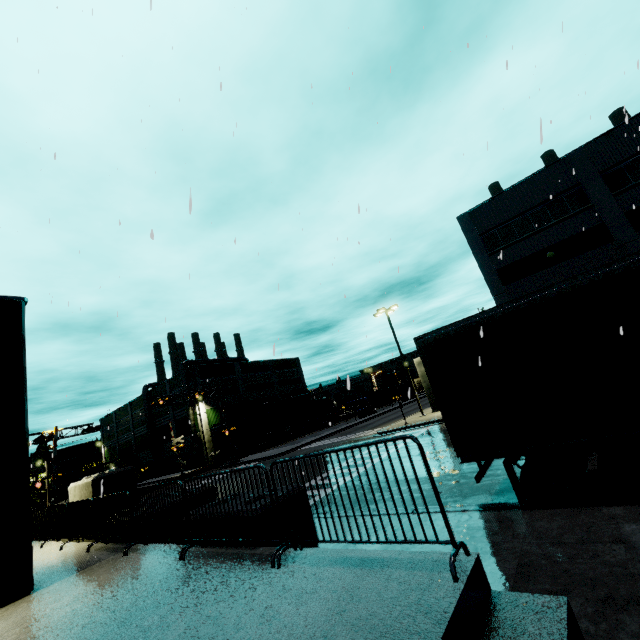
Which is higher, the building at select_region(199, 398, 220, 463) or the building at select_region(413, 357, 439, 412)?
the building at select_region(199, 398, 220, 463)

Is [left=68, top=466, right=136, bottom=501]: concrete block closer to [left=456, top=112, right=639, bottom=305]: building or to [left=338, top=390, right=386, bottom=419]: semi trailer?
[left=456, top=112, right=639, bottom=305]: building

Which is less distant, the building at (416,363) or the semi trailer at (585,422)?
the semi trailer at (585,422)

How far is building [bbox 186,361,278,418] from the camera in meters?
50.6

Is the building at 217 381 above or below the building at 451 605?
above

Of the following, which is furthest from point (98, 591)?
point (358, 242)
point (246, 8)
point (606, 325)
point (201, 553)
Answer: point (246, 8)

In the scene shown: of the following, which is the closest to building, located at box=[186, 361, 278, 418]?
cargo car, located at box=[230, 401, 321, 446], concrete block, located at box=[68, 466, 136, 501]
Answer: concrete block, located at box=[68, 466, 136, 501]

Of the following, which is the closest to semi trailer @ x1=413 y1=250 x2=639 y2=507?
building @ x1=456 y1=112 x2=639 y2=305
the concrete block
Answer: building @ x1=456 y1=112 x2=639 y2=305
